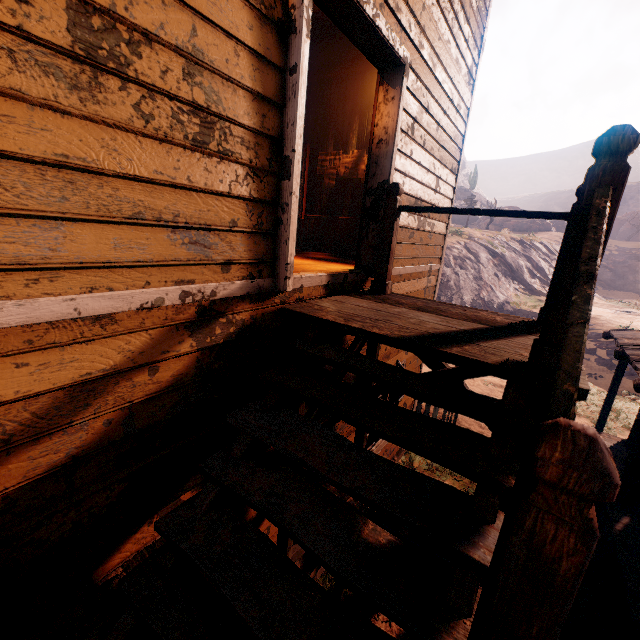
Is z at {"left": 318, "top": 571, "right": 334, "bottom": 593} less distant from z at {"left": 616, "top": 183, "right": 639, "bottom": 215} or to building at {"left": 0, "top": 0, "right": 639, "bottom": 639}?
building at {"left": 0, "top": 0, "right": 639, "bottom": 639}

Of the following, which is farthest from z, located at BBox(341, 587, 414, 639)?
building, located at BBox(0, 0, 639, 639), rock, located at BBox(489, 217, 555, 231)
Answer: rock, located at BBox(489, 217, 555, 231)

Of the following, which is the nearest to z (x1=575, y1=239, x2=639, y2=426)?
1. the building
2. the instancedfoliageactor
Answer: the building

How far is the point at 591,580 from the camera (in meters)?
5.61

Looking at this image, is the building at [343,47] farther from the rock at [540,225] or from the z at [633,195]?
the z at [633,195]

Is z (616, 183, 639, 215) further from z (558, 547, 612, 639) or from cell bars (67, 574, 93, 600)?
cell bars (67, 574, 93, 600)

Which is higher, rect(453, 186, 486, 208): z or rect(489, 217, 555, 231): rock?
rect(453, 186, 486, 208): z

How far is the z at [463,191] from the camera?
51.2 meters
